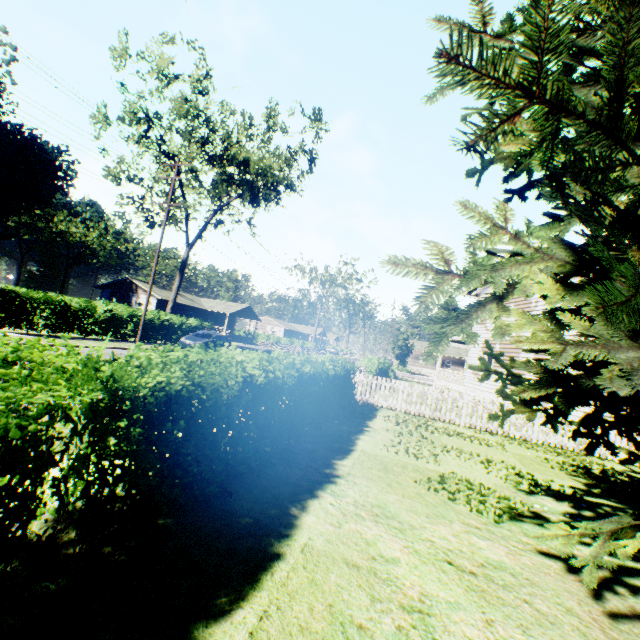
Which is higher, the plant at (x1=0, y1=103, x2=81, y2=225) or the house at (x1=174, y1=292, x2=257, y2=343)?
the plant at (x1=0, y1=103, x2=81, y2=225)

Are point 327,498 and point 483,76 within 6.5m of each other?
yes

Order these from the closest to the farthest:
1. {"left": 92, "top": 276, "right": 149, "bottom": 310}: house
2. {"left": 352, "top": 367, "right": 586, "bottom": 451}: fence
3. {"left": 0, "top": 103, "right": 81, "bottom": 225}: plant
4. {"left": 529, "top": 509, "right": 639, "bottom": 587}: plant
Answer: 1. {"left": 529, "top": 509, "right": 639, "bottom": 587}: plant
2. {"left": 352, "top": 367, "right": 586, "bottom": 451}: fence
3. {"left": 0, "top": 103, "right": 81, "bottom": 225}: plant
4. {"left": 92, "top": 276, "right": 149, "bottom": 310}: house

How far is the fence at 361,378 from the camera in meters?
11.8

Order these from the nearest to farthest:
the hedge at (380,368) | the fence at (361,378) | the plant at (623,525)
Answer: the plant at (623,525) < the fence at (361,378) < the hedge at (380,368)

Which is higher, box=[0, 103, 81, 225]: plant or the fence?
box=[0, 103, 81, 225]: plant

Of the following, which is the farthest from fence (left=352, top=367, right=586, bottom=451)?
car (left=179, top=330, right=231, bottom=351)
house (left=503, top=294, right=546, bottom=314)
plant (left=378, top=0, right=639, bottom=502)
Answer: car (left=179, top=330, right=231, bottom=351)

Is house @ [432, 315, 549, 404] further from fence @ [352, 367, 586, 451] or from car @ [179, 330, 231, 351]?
car @ [179, 330, 231, 351]
